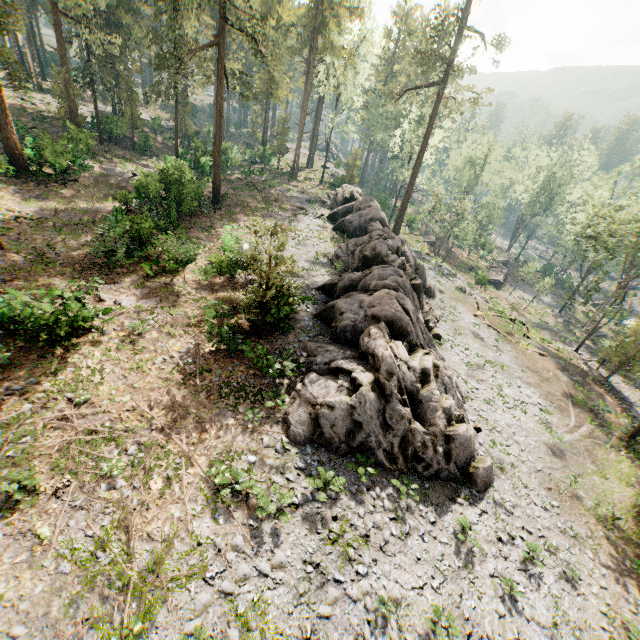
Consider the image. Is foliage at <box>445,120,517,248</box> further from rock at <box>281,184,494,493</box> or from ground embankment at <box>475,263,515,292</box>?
ground embankment at <box>475,263,515,292</box>

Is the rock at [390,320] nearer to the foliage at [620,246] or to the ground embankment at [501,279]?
the foliage at [620,246]

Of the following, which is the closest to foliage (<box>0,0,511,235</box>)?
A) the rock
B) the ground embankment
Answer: the rock

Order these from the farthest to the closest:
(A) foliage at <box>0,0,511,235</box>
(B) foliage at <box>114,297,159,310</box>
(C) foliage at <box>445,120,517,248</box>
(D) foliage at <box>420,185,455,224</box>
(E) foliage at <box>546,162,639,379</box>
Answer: (C) foliage at <box>445,120,517,248</box>, (D) foliage at <box>420,185,455,224</box>, (E) foliage at <box>546,162,639,379</box>, (A) foliage at <box>0,0,511,235</box>, (B) foliage at <box>114,297,159,310</box>

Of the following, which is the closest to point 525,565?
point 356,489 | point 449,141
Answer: point 356,489

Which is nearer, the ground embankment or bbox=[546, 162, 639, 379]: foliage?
bbox=[546, 162, 639, 379]: foliage

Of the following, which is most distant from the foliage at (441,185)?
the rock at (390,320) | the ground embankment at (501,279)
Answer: the ground embankment at (501,279)
